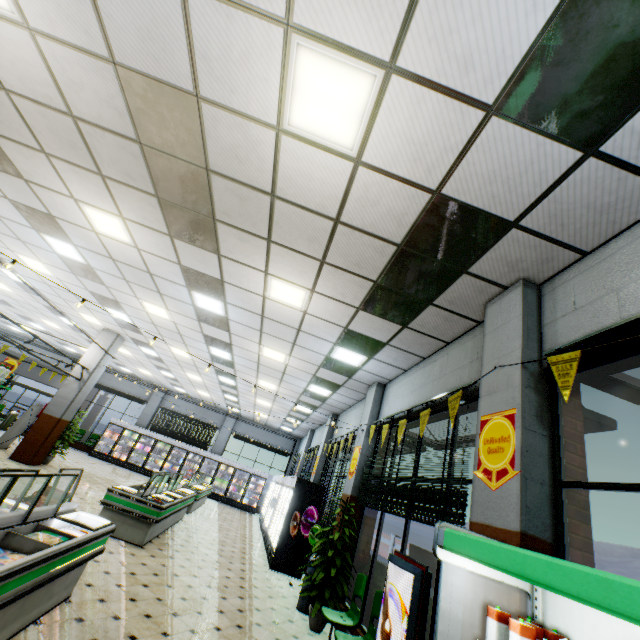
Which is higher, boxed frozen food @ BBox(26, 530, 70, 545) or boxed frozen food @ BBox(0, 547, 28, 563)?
boxed frozen food @ BBox(26, 530, 70, 545)

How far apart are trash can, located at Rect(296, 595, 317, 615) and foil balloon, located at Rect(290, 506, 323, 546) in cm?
77

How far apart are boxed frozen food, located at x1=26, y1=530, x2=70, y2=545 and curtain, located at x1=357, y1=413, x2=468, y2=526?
4.10m

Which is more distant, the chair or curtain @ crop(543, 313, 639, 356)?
the chair

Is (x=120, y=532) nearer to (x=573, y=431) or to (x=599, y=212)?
(x=573, y=431)

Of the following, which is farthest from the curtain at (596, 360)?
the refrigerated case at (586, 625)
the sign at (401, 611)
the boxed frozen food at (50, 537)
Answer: the boxed frozen food at (50, 537)

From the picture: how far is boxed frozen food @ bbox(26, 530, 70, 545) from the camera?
3.2 meters

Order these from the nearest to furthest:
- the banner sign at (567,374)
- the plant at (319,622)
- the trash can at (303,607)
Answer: the banner sign at (567,374)
the plant at (319,622)
the trash can at (303,607)
